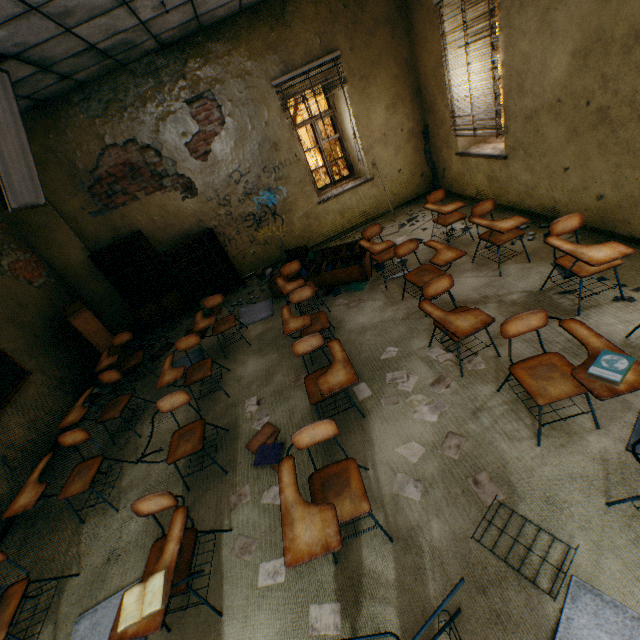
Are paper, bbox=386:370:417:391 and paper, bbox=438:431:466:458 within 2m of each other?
yes

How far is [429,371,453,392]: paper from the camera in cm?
301

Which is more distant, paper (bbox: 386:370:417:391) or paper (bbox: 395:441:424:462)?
paper (bbox: 386:370:417:391)

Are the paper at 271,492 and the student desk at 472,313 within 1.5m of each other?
no

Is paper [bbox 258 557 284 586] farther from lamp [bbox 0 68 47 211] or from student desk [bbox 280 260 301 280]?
lamp [bbox 0 68 47 211]

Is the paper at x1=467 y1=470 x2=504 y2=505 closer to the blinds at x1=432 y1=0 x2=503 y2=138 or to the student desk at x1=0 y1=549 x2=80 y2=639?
the student desk at x1=0 y1=549 x2=80 y2=639

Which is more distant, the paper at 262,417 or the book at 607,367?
the paper at 262,417

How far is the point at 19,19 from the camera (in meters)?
2.84
